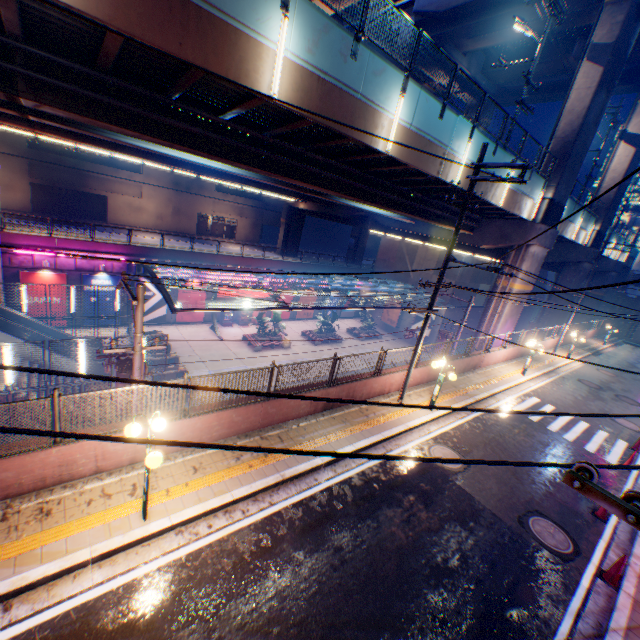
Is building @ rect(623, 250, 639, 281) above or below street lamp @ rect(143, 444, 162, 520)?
above

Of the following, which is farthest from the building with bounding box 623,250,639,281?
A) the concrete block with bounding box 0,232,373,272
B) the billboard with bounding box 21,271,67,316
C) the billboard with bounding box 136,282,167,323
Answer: the billboard with bounding box 21,271,67,316

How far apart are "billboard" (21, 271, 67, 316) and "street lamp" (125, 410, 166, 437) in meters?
24.3 m

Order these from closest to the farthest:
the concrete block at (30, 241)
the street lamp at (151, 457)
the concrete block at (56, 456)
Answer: the street lamp at (151, 457) < the concrete block at (56, 456) < the concrete block at (30, 241)

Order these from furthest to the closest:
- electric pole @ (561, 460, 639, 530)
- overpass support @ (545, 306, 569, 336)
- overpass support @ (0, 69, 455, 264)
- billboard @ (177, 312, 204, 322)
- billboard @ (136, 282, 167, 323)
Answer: overpass support @ (545, 306, 569, 336), billboard @ (177, 312, 204, 322), billboard @ (136, 282, 167, 323), overpass support @ (0, 69, 455, 264), electric pole @ (561, 460, 639, 530)

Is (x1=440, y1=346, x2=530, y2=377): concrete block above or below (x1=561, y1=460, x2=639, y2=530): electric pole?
below

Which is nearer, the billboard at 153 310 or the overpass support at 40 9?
the overpass support at 40 9

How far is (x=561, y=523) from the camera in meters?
9.3 m
